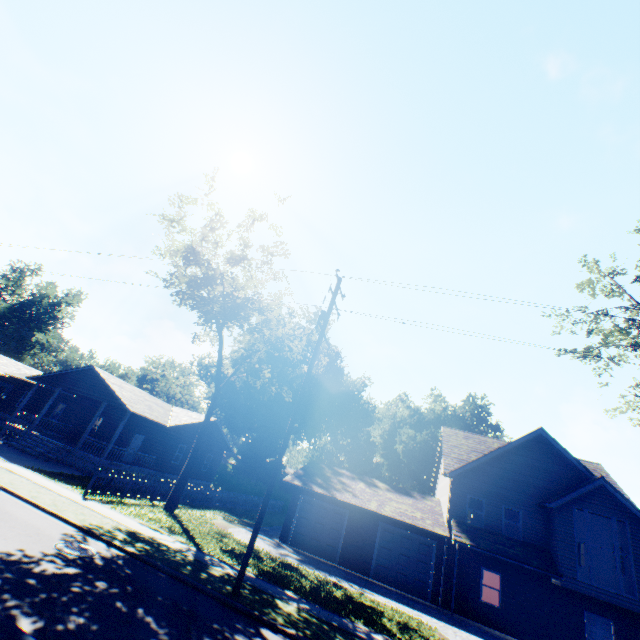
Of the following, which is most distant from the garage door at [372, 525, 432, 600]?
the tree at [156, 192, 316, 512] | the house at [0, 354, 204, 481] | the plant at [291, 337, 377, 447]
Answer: the plant at [291, 337, 377, 447]

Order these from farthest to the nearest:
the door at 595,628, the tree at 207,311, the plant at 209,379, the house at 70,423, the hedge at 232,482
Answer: the plant at 209,379 → the hedge at 232,482 → the house at 70,423 → the tree at 207,311 → the door at 595,628

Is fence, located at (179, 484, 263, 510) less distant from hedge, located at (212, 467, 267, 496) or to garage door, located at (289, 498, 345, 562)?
hedge, located at (212, 467, 267, 496)

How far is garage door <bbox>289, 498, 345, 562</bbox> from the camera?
20.44m

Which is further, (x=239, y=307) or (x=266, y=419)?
(x=266, y=419)

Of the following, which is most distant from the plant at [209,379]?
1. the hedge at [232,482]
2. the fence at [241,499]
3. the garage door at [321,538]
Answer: the garage door at [321,538]

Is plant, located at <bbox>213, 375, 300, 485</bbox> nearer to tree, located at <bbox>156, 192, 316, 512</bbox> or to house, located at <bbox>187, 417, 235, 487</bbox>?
house, located at <bbox>187, 417, 235, 487</bbox>
